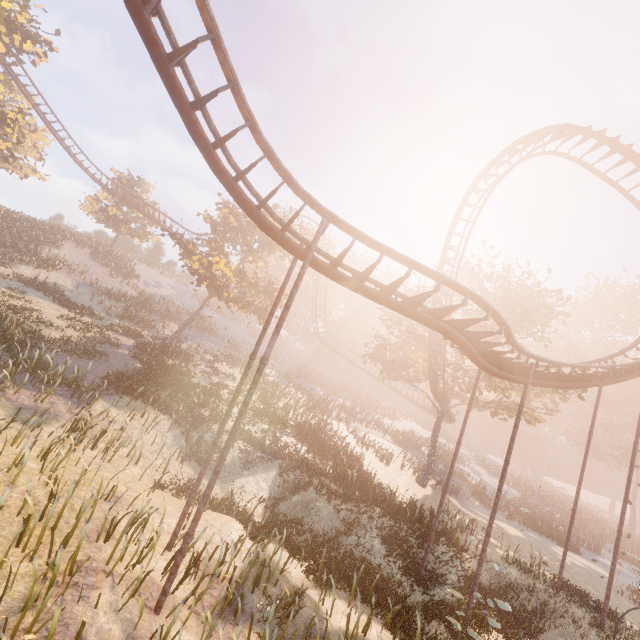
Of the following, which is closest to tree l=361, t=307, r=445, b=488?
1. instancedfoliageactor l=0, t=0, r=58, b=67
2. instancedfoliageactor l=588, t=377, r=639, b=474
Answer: instancedfoliageactor l=588, t=377, r=639, b=474

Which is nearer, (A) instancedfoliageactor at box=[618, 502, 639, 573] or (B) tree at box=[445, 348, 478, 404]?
(A) instancedfoliageactor at box=[618, 502, 639, 573]

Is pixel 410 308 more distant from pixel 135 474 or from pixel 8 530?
pixel 135 474

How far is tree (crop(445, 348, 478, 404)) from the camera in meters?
22.6 m

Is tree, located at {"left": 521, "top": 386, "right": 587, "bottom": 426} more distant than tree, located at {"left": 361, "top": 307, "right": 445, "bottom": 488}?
No

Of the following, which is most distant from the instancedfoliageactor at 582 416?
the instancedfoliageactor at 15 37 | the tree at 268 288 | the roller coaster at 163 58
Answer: the instancedfoliageactor at 15 37

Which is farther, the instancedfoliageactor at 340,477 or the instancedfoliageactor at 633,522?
the instancedfoliageactor at 633,522

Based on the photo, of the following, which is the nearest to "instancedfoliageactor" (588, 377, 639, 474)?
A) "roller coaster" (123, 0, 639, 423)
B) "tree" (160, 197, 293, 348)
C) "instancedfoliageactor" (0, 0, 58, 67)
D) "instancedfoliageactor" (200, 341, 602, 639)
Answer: "roller coaster" (123, 0, 639, 423)
